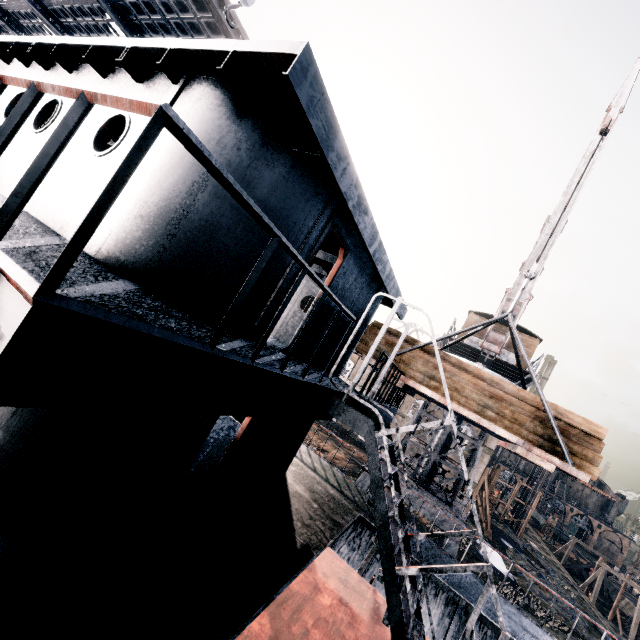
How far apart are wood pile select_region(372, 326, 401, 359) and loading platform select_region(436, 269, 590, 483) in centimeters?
1cm

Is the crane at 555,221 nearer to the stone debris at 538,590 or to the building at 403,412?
the building at 403,412

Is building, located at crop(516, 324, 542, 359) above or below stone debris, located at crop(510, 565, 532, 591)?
above

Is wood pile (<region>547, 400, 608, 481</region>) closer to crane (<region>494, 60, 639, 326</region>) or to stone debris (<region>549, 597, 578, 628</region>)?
crane (<region>494, 60, 639, 326</region>)

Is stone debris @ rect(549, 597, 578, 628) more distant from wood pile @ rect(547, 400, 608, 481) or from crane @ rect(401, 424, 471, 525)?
wood pile @ rect(547, 400, 608, 481)

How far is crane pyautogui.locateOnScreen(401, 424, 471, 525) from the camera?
18.4 meters

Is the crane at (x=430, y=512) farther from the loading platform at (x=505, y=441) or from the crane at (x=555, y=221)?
the loading platform at (x=505, y=441)

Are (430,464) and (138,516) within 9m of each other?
no
